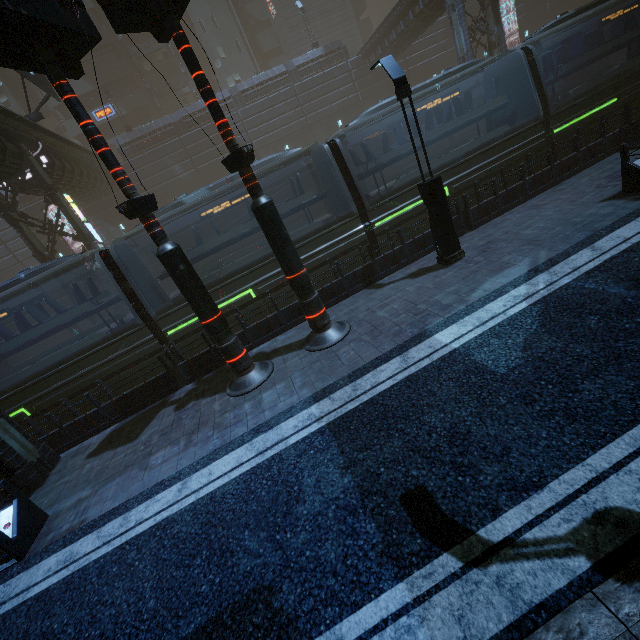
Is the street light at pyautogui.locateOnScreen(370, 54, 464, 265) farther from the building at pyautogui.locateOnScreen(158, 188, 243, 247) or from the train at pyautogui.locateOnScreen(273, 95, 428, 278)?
the train at pyautogui.locateOnScreen(273, 95, 428, 278)

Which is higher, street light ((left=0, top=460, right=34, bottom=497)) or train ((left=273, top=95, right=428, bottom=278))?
train ((left=273, top=95, right=428, bottom=278))

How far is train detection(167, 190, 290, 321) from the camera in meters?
10.8

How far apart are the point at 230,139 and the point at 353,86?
32.4 meters

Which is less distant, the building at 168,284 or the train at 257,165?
the train at 257,165

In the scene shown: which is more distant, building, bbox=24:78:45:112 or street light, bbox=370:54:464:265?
building, bbox=24:78:45:112

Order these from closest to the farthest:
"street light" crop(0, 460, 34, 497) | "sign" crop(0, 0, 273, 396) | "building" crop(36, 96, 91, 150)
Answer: "sign" crop(0, 0, 273, 396) < "street light" crop(0, 460, 34, 497) < "building" crop(36, 96, 91, 150)

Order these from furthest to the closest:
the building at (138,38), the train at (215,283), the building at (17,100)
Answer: the building at (138,38)
the building at (17,100)
the train at (215,283)
